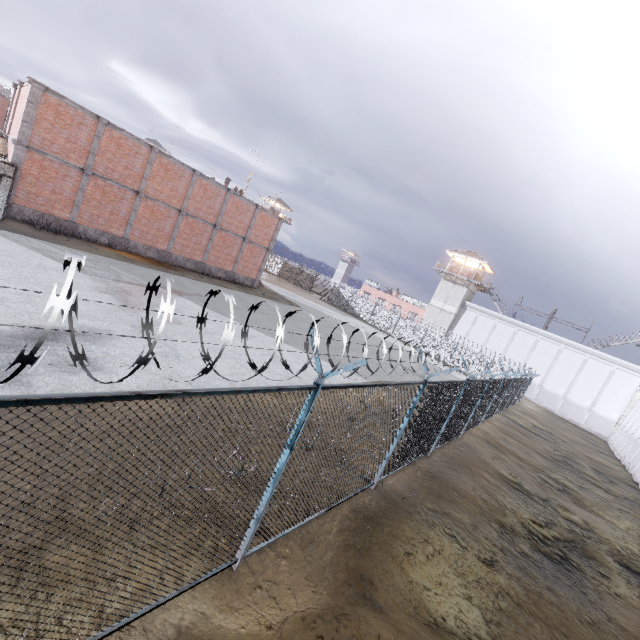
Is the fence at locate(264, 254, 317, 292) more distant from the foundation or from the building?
the foundation

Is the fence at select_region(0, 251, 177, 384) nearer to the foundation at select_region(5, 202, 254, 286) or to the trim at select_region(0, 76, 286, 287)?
the trim at select_region(0, 76, 286, 287)

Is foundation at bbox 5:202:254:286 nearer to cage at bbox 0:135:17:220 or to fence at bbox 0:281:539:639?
cage at bbox 0:135:17:220

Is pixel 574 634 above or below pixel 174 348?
below

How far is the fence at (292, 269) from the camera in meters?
52.3 m

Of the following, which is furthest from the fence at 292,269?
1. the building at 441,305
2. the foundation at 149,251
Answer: the foundation at 149,251

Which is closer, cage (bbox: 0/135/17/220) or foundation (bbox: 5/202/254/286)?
cage (bbox: 0/135/17/220)

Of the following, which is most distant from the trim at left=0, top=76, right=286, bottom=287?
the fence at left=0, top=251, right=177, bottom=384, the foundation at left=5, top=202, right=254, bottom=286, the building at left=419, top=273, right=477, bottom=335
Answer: the building at left=419, top=273, right=477, bottom=335
